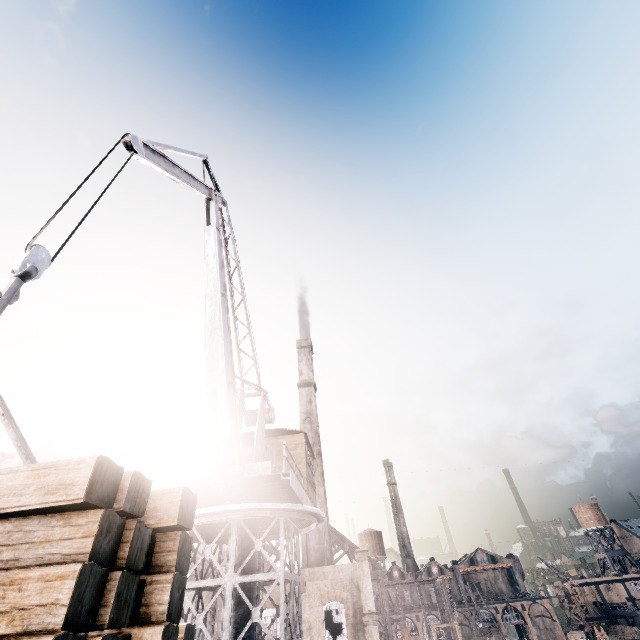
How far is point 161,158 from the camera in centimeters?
1077cm

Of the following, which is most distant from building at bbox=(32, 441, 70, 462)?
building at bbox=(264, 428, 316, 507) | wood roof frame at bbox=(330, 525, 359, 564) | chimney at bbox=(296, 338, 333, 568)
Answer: building at bbox=(264, 428, 316, 507)

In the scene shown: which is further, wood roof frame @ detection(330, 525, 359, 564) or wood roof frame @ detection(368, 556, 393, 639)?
wood roof frame @ detection(330, 525, 359, 564)

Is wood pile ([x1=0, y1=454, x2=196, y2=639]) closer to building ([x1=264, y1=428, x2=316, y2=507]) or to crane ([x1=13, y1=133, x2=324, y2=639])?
crane ([x1=13, y1=133, x2=324, y2=639])

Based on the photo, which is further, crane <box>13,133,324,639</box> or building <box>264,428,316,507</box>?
building <box>264,428,316,507</box>

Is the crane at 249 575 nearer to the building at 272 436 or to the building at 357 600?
the building at 272 436

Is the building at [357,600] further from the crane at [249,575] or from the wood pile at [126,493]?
the crane at [249,575]

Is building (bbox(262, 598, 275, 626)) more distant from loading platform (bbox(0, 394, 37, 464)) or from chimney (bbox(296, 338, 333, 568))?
loading platform (bbox(0, 394, 37, 464))
